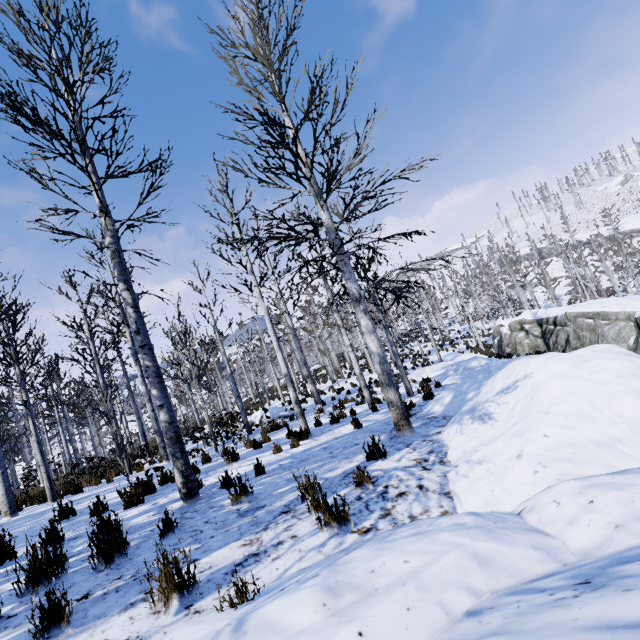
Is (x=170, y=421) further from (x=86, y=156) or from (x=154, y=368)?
(x=86, y=156)

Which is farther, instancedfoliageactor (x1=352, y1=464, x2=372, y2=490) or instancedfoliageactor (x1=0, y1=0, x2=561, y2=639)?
instancedfoliageactor (x1=0, y1=0, x2=561, y2=639)

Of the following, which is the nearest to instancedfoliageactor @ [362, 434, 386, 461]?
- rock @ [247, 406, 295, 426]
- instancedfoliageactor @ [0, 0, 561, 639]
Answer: instancedfoliageactor @ [0, 0, 561, 639]

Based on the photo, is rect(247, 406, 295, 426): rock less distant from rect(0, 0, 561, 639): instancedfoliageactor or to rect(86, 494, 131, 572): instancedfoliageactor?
rect(0, 0, 561, 639): instancedfoliageactor

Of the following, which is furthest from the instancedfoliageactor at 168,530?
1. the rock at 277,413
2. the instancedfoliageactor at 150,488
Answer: the rock at 277,413

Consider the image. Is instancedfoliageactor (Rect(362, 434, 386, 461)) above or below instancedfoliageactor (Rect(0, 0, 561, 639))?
below

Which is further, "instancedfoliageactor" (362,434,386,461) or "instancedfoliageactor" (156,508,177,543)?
"instancedfoliageactor" (362,434,386,461)

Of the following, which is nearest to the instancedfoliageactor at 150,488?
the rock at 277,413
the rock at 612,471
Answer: the rock at 612,471
